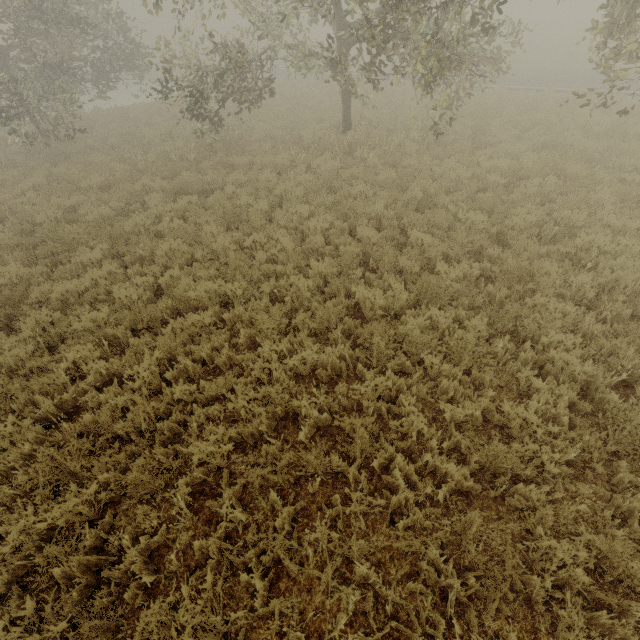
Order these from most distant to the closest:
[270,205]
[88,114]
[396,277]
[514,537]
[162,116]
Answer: [88,114], [162,116], [270,205], [396,277], [514,537]
